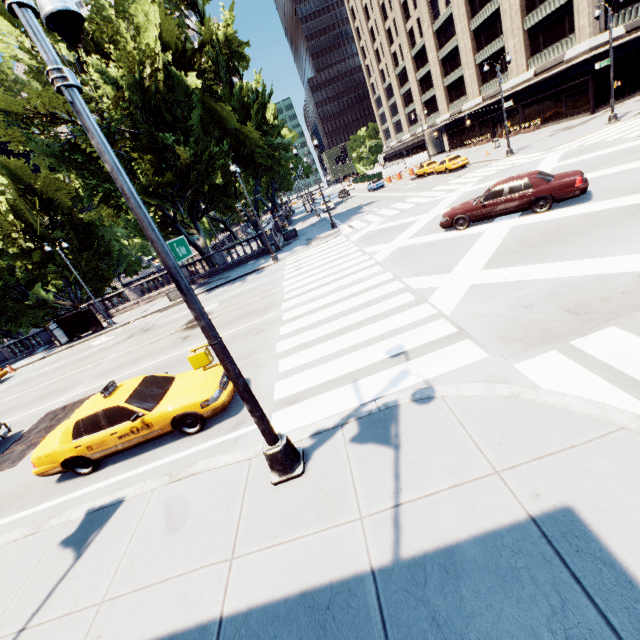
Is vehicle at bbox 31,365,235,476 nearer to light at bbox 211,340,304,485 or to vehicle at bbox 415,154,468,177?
light at bbox 211,340,304,485

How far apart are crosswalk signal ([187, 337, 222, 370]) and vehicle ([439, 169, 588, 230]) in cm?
1278

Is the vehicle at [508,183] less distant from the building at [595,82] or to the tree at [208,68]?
the tree at [208,68]

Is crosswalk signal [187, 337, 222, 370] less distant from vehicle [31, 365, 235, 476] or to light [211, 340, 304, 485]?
light [211, 340, 304, 485]

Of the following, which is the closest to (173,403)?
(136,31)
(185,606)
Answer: (185,606)

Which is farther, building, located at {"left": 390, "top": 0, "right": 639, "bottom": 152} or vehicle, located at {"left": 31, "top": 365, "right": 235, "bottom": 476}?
building, located at {"left": 390, "top": 0, "right": 639, "bottom": 152}

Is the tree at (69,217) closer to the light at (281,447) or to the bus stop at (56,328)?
the bus stop at (56,328)

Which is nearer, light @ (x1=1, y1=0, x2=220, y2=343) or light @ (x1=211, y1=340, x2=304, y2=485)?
light @ (x1=1, y1=0, x2=220, y2=343)
